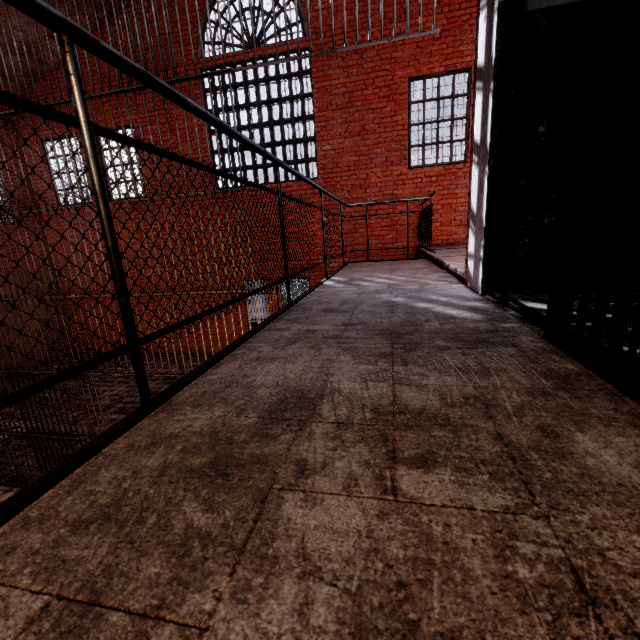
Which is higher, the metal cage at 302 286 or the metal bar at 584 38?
the metal bar at 584 38

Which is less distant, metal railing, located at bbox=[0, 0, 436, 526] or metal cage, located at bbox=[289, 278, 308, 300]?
metal railing, located at bbox=[0, 0, 436, 526]

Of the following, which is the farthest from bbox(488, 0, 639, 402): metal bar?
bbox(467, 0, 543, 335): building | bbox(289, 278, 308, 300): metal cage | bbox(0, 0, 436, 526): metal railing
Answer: bbox(289, 278, 308, 300): metal cage

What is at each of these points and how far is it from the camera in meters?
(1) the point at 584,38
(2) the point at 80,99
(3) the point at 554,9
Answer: (1) metal bar, 1.1 m
(2) metal railing, 0.8 m
(3) building, 2.0 m

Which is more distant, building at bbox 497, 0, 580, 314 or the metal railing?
building at bbox 497, 0, 580, 314

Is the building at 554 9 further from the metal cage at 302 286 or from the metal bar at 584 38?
the metal cage at 302 286

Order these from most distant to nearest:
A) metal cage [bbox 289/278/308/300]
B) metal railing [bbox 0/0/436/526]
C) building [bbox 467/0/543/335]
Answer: metal cage [bbox 289/278/308/300] < building [bbox 467/0/543/335] < metal railing [bbox 0/0/436/526]

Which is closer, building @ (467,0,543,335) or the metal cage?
building @ (467,0,543,335)
